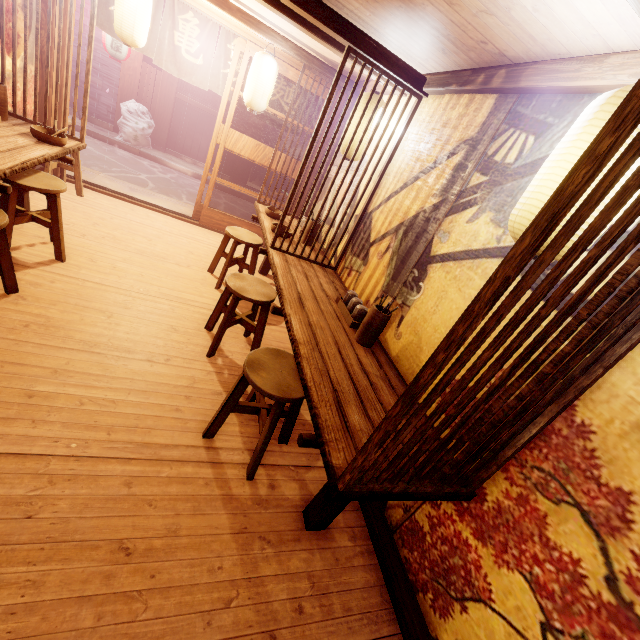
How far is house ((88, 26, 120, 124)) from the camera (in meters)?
14.23

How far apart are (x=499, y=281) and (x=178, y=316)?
5.71m

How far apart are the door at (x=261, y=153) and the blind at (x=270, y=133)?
23.4m

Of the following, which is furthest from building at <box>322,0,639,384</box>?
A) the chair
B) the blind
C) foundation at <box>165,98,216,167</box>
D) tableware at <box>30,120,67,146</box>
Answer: the blind

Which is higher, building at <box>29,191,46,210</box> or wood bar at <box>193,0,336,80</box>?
wood bar at <box>193,0,336,80</box>

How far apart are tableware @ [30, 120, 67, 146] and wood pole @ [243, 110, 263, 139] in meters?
12.6 m

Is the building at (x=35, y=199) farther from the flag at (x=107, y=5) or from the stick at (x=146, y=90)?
the stick at (x=146, y=90)

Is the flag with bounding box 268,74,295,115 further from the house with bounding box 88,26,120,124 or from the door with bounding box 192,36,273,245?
the house with bounding box 88,26,120,124
